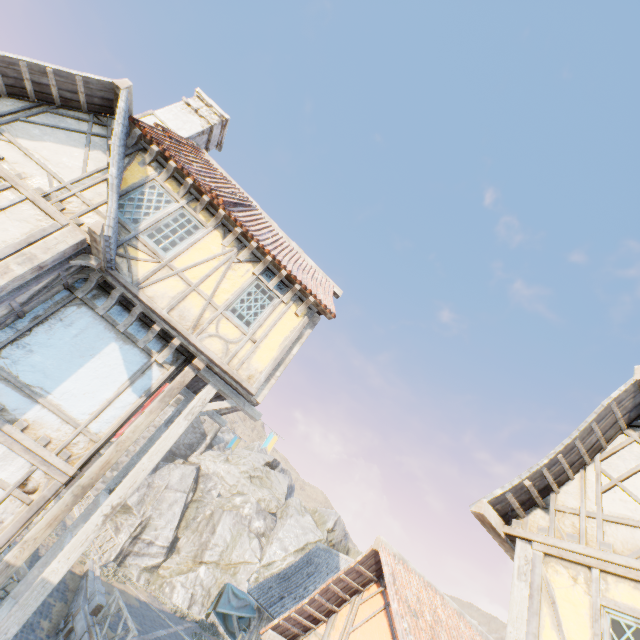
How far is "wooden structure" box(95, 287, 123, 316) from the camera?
6.54m

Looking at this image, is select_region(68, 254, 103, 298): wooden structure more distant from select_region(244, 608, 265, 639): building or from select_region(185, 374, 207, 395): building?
select_region(244, 608, 265, 639): building

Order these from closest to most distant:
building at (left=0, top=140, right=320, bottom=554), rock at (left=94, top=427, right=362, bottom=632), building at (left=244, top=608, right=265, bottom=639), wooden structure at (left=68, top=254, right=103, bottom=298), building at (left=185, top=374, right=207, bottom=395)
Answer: building at (left=0, top=140, right=320, bottom=554), wooden structure at (left=68, top=254, right=103, bottom=298), building at (left=185, top=374, right=207, bottom=395), building at (left=244, top=608, right=265, bottom=639), rock at (left=94, top=427, right=362, bottom=632)

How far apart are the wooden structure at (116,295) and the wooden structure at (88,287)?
0.3 meters

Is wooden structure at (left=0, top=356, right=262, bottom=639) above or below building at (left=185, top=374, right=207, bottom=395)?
below

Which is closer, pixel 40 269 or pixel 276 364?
pixel 40 269

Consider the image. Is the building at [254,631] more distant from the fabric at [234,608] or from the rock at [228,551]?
the rock at [228,551]

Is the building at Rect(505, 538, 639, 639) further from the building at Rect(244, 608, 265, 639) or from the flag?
the flag
